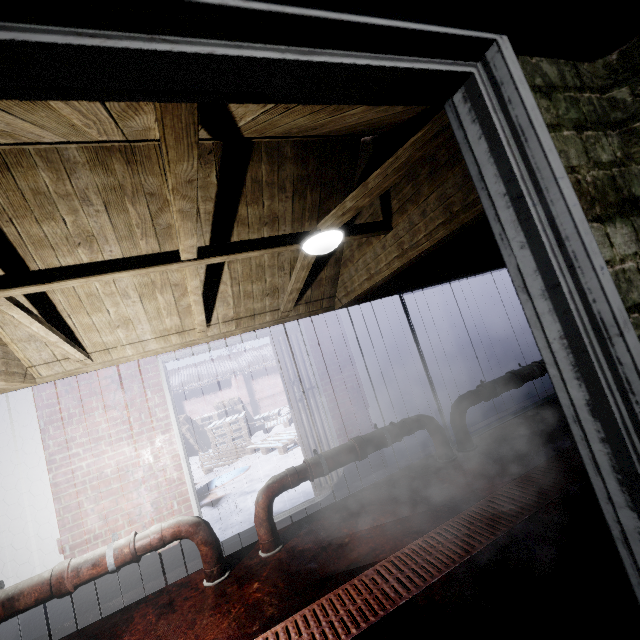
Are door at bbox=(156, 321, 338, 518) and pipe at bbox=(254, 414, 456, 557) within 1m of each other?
yes

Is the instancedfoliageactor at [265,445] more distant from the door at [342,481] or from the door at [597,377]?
the door at [597,377]

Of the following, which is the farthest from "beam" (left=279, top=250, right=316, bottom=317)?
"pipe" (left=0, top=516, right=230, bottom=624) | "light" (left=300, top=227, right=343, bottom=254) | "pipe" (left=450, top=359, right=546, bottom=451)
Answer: "pipe" (left=450, top=359, right=546, bottom=451)

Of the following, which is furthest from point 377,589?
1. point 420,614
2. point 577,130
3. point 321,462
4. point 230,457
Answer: point 230,457

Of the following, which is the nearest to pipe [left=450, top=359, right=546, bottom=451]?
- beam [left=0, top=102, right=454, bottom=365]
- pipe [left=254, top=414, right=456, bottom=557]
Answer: pipe [left=254, top=414, right=456, bottom=557]

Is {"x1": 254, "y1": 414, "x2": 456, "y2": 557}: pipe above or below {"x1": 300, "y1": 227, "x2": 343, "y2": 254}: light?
below

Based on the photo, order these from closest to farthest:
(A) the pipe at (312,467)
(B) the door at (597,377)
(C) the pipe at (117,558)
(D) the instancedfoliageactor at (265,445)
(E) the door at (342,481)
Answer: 1. (B) the door at (597,377)
2. (C) the pipe at (117,558)
3. (A) the pipe at (312,467)
4. (E) the door at (342,481)
5. (D) the instancedfoliageactor at (265,445)
